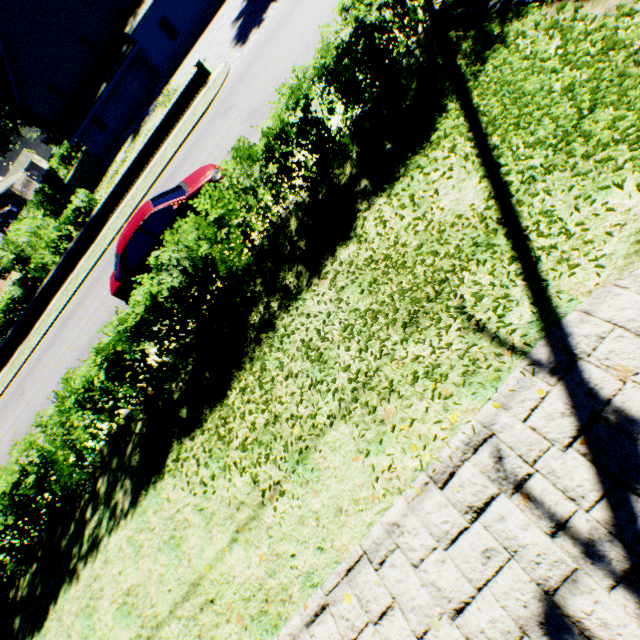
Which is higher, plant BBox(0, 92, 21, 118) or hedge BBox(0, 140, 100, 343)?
plant BBox(0, 92, 21, 118)

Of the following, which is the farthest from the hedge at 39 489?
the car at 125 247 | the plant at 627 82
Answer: the car at 125 247

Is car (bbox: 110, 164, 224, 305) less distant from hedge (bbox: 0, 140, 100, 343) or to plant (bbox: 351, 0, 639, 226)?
hedge (bbox: 0, 140, 100, 343)

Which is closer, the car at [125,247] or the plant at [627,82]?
the plant at [627,82]

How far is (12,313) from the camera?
19.20m

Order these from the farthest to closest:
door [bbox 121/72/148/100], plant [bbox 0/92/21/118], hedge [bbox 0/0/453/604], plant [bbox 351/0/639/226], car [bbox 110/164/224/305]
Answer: plant [bbox 0/92/21/118], door [bbox 121/72/148/100], car [bbox 110/164/224/305], hedge [bbox 0/0/453/604], plant [bbox 351/0/639/226]

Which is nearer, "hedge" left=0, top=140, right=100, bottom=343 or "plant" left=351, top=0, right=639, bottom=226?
"plant" left=351, top=0, right=639, bottom=226

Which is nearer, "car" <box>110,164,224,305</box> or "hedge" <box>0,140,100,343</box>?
"car" <box>110,164,224,305</box>
